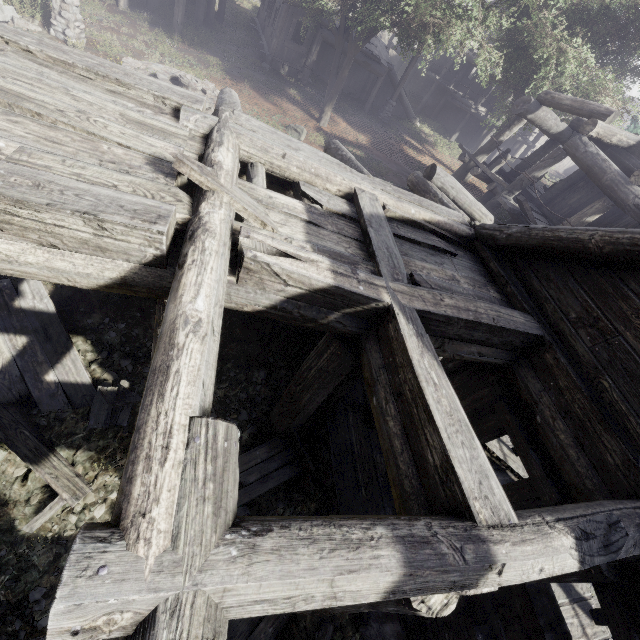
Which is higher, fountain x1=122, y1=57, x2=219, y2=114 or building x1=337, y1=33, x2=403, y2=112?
building x1=337, y1=33, x2=403, y2=112

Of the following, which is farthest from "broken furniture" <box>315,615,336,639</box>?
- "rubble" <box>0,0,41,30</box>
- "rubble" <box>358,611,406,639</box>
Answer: "rubble" <box>0,0,41,30</box>

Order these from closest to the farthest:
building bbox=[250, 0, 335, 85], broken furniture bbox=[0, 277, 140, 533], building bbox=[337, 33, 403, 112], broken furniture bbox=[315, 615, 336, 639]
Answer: broken furniture bbox=[0, 277, 140, 533] < broken furniture bbox=[315, 615, 336, 639] < building bbox=[250, 0, 335, 85] < building bbox=[337, 33, 403, 112]

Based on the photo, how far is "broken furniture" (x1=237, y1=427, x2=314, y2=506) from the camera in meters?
5.4 m

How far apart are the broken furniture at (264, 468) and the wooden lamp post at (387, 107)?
22.09m

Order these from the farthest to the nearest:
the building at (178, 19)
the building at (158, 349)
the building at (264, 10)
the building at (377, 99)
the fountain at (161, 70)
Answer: the building at (377, 99)
the building at (264, 10)
the building at (178, 19)
the fountain at (161, 70)
the building at (158, 349)

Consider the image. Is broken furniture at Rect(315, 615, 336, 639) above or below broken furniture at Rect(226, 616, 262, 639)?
below

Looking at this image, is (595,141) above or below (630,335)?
above
